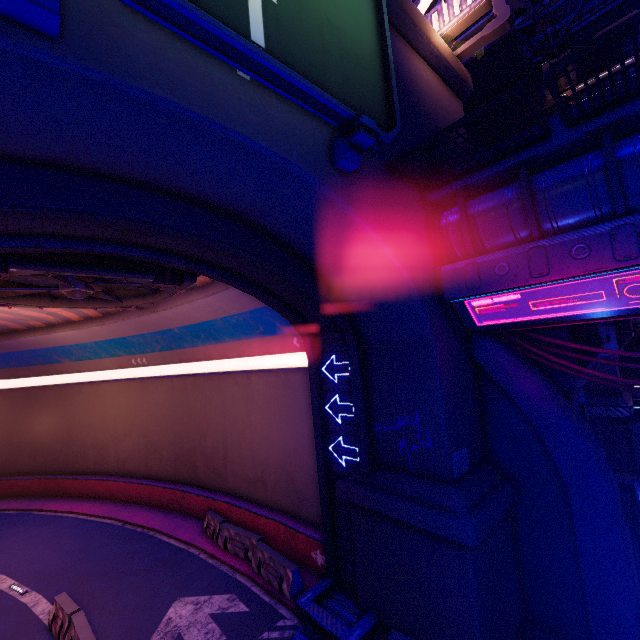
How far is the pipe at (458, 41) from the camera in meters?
13.5 m

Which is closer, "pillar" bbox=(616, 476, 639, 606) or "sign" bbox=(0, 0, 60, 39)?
"sign" bbox=(0, 0, 60, 39)

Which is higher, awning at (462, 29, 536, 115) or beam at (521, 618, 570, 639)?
awning at (462, 29, 536, 115)

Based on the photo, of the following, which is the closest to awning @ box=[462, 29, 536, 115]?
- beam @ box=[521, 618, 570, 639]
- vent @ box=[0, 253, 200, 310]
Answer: vent @ box=[0, 253, 200, 310]

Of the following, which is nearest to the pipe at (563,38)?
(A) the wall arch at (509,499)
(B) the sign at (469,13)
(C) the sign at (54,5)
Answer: (A) the wall arch at (509,499)

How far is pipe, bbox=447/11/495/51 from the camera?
13.5m

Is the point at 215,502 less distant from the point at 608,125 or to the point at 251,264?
the point at 251,264

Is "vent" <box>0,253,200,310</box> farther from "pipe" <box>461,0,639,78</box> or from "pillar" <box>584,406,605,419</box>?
"pillar" <box>584,406,605,419</box>
